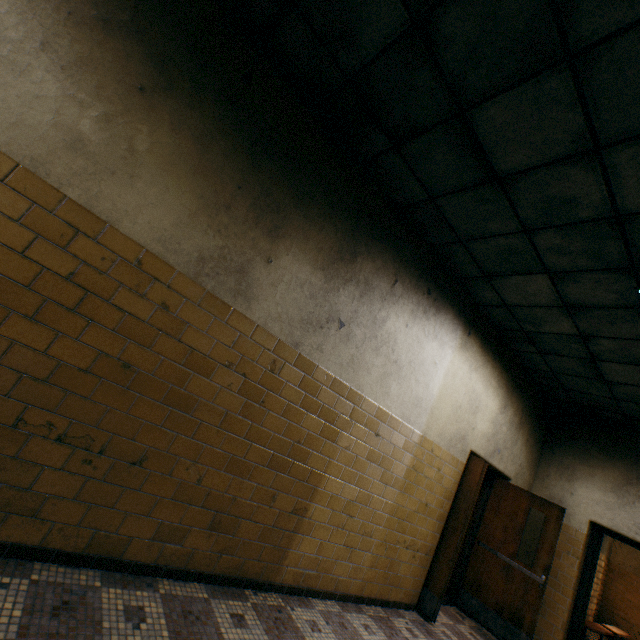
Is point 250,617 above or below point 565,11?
below

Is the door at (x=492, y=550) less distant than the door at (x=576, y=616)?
Yes

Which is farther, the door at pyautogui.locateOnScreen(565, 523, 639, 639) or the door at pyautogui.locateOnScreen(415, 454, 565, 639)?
the door at pyautogui.locateOnScreen(565, 523, 639, 639)
